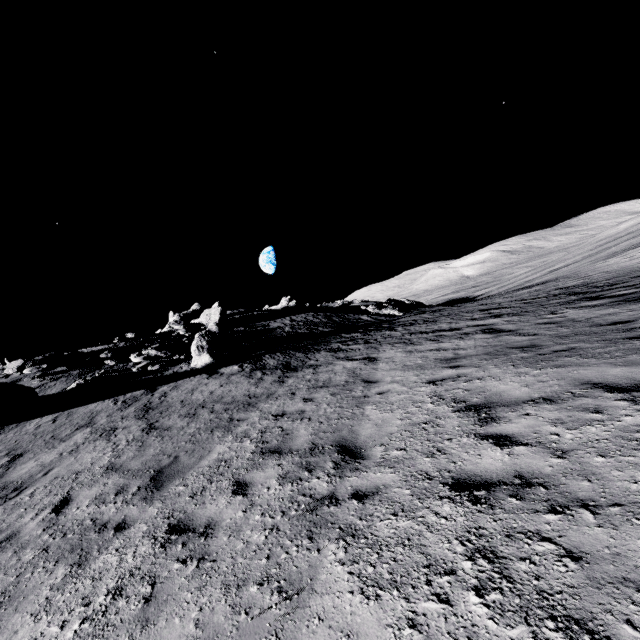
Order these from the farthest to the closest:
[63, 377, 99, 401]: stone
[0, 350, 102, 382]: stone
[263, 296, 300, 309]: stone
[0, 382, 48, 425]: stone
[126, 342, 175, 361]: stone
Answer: [263, 296, 300, 309]: stone, [126, 342, 175, 361]: stone, [0, 350, 102, 382]: stone, [63, 377, 99, 401]: stone, [0, 382, 48, 425]: stone

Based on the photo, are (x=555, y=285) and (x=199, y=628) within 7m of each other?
no

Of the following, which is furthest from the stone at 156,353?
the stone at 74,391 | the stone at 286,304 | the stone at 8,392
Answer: the stone at 286,304

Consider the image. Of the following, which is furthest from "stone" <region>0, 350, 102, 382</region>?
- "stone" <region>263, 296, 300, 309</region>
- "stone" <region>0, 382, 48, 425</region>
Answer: "stone" <region>263, 296, 300, 309</region>

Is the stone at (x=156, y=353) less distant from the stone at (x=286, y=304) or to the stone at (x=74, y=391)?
the stone at (x=74, y=391)

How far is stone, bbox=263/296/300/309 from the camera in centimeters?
4391cm

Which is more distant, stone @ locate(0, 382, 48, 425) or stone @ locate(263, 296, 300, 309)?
stone @ locate(263, 296, 300, 309)

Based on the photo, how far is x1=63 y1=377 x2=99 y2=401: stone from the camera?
14.8m
